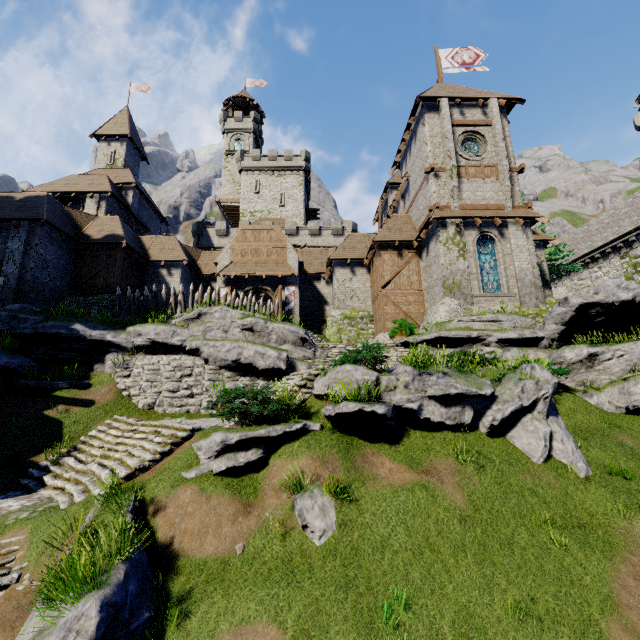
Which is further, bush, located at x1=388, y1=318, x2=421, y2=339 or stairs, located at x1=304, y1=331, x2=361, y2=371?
bush, located at x1=388, y1=318, x2=421, y2=339

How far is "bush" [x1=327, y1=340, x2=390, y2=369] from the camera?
10.1m

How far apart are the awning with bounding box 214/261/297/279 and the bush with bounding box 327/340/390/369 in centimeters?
1350cm

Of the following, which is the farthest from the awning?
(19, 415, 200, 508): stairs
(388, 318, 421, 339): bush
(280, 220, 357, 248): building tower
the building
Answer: (280, 220, 357, 248): building tower

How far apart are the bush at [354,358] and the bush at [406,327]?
7.6 meters

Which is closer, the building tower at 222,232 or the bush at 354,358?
the bush at 354,358

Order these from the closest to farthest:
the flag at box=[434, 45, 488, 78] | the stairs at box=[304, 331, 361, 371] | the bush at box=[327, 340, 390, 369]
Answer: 1. the bush at box=[327, 340, 390, 369]
2. the stairs at box=[304, 331, 361, 371]
3. the flag at box=[434, 45, 488, 78]

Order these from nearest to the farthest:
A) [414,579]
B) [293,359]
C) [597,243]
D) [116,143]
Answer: [414,579] < [293,359] < [597,243] < [116,143]
